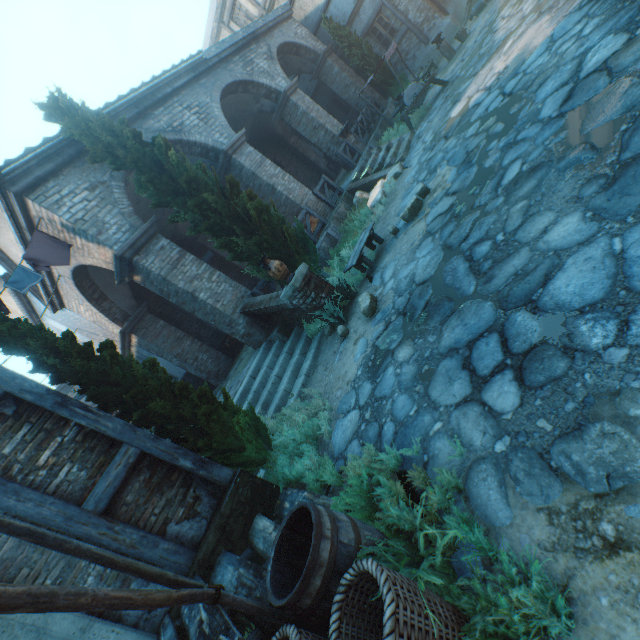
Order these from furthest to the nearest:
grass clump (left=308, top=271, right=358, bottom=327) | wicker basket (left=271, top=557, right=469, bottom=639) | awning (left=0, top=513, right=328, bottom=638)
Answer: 1. grass clump (left=308, top=271, right=358, bottom=327)
2. wicker basket (left=271, top=557, right=469, bottom=639)
3. awning (left=0, top=513, right=328, bottom=638)

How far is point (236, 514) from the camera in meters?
4.3 m

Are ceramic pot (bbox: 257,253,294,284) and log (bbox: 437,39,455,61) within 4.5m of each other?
no

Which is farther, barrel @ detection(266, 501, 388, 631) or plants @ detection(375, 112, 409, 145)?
plants @ detection(375, 112, 409, 145)

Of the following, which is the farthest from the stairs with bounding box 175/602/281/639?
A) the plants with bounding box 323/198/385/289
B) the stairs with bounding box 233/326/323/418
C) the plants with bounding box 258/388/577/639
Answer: the plants with bounding box 323/198/385/289

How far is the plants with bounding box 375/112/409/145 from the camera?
12.7m

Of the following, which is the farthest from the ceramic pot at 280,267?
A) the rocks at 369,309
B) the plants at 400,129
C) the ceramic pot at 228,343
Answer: the plants at 400,129

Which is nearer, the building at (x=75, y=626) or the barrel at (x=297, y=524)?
the barrel at (x=297, y=524)
